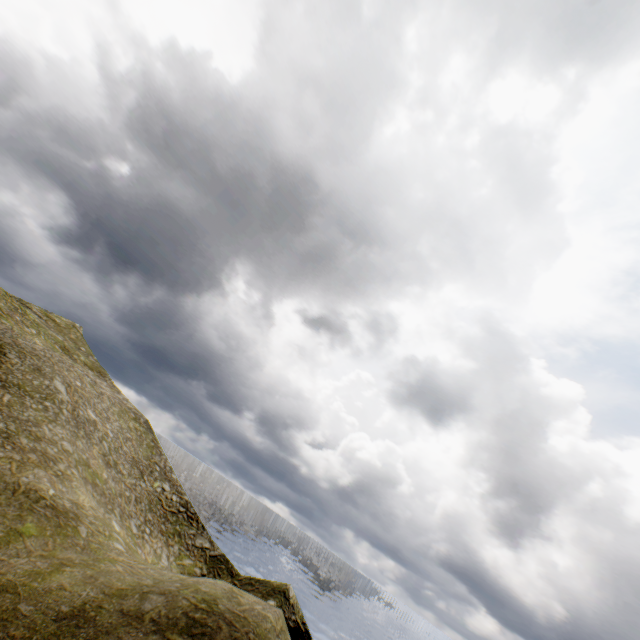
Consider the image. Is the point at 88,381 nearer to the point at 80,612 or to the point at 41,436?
the point at 41,436
